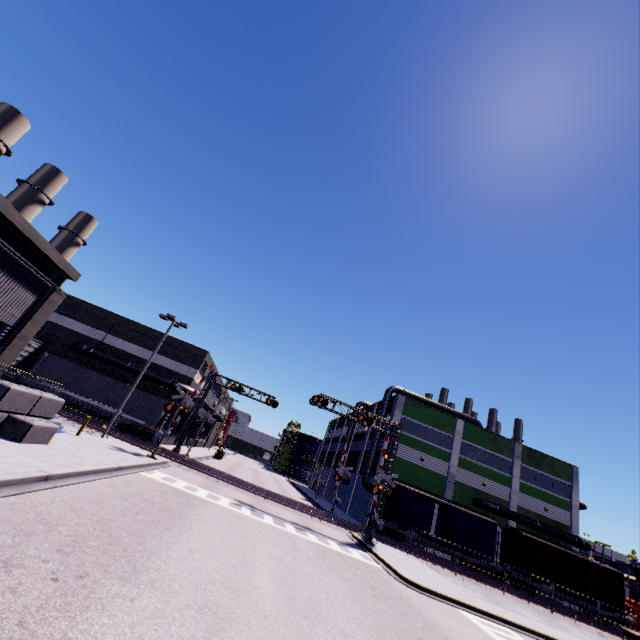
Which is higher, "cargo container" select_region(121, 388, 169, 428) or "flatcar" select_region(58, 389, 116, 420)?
"cargo container" select_region(121, 388, 169, 428)

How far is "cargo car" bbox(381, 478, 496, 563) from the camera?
30.03m

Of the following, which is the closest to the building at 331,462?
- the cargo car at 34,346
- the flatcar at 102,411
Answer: the cargo car at 34,346

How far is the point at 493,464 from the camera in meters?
39.0 m

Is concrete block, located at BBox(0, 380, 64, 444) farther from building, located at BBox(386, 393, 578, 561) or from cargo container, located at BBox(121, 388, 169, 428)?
cargo container, located at BBox(121, 388, 169, 428)

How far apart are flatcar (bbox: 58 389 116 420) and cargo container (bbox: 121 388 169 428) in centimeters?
0cm

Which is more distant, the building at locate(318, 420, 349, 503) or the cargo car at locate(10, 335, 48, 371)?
the building at locate(318, 420, 349, 503)

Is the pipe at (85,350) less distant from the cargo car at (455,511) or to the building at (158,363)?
the building at (158,363)
